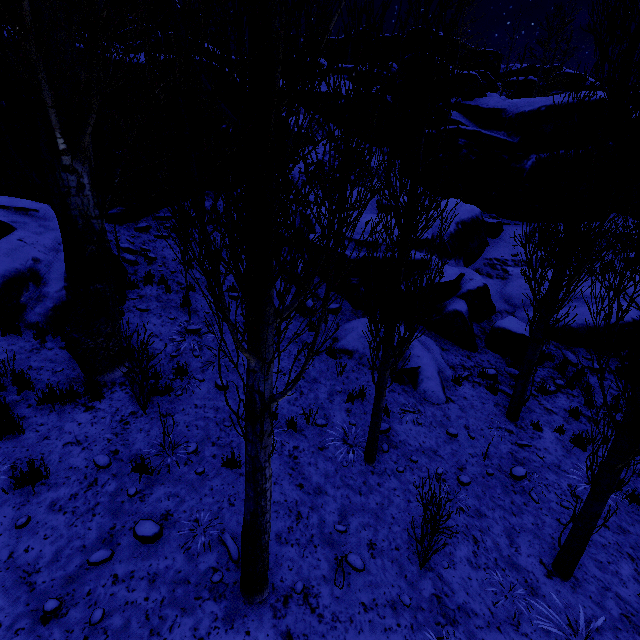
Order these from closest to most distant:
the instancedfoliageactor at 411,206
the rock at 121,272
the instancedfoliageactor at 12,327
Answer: the instancedfoliageactor at 411,206
the instancedfoliageactor at 12,327
the rock at 121,272

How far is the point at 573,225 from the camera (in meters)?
6.80

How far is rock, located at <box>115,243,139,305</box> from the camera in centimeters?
816cm

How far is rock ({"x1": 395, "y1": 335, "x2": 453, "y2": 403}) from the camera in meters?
8.6 m

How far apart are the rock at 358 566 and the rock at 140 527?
2.6m

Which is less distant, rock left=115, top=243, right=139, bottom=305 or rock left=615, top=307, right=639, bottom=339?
rock left=115, top=243, right=139, bottom=305

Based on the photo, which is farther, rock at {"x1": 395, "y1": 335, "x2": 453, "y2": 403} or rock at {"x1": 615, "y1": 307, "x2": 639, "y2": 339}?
rock at {"x1": 615, "y1": 307, "x2": 639, "y2": 339}

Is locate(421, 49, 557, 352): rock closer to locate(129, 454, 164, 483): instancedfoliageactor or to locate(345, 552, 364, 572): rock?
locate(129, 454, 164, 483): instancedfoliageactor
